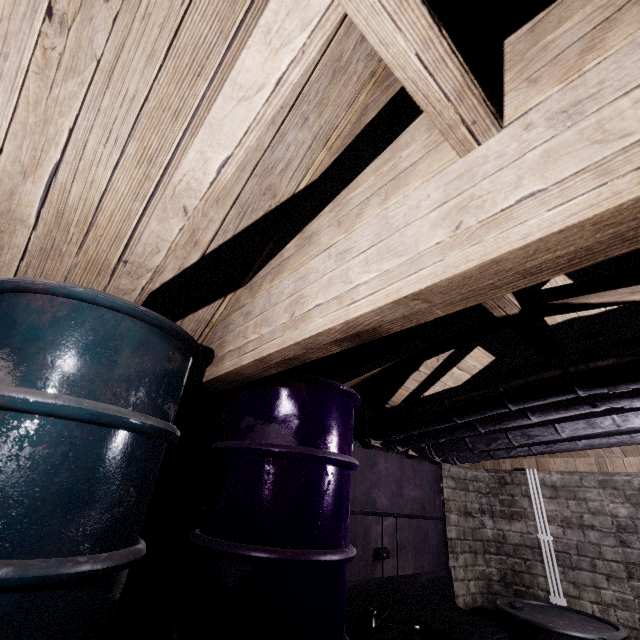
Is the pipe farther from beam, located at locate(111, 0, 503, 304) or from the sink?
beam, located at locate(111, 0, 503, 304)

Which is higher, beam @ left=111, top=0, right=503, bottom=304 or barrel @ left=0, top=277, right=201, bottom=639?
beam @ left=111, top=0, right=503, bottom=304

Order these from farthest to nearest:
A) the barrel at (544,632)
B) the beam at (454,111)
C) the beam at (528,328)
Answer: the barrel at (544,632) → the beam at (528,328) → the beam at (454,111)

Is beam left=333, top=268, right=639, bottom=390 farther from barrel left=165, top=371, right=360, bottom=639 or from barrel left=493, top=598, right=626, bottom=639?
barrel left=493, top=598, right=626, bottom=639

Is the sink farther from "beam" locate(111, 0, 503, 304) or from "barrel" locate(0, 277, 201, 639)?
"beam" locate(111, 0, 503, 304)

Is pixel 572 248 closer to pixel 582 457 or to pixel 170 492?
pixel 170 492

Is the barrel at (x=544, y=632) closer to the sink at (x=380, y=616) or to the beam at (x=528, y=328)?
the sink at (x=380, y=616)

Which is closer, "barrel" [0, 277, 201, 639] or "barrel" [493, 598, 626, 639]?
"barrel" [0, 277, 201, 639]
